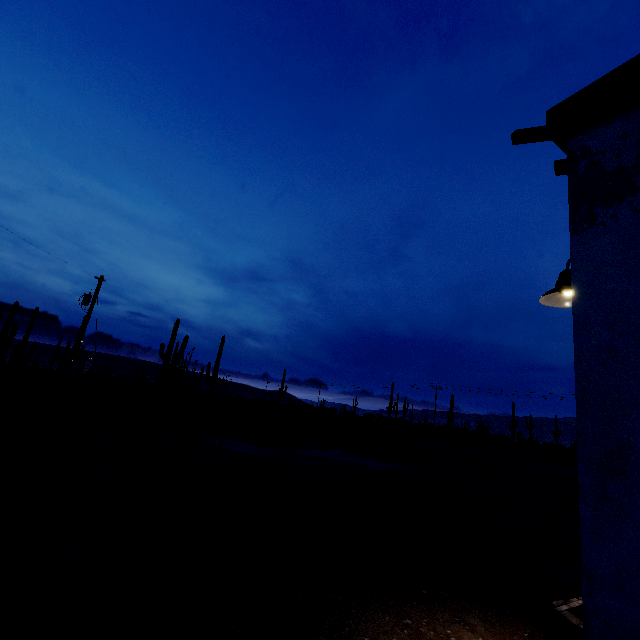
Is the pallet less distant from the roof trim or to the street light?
the street light

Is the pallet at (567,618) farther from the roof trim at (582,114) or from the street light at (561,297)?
the roof trim at (582,114)

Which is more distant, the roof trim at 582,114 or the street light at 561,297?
the street light at 561,297

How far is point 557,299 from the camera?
3.18m

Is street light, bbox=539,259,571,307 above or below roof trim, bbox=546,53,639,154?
below

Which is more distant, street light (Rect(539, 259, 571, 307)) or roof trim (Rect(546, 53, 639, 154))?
street light (Rect(539, 259, 571, 307))

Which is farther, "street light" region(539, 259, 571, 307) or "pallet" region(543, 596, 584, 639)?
"street light" region(539, 259, 571, 307)

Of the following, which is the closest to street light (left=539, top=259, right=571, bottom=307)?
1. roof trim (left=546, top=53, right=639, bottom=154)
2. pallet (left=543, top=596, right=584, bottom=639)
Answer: roof trim (left=546, top=53, right=639, bottom=154)
